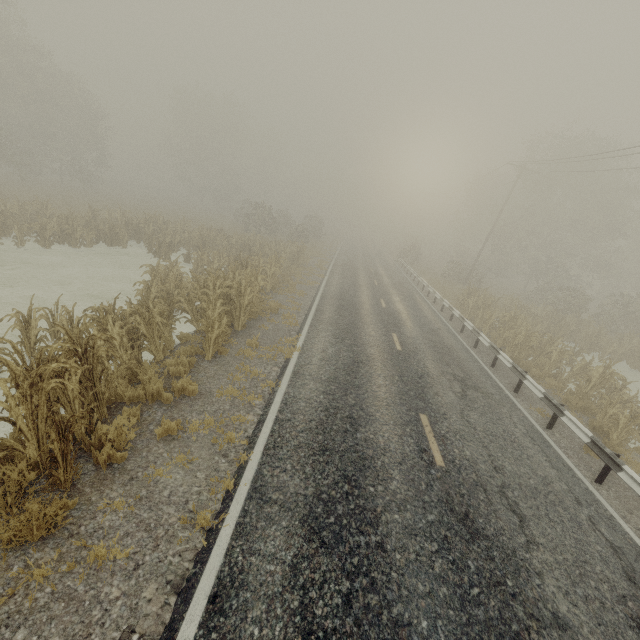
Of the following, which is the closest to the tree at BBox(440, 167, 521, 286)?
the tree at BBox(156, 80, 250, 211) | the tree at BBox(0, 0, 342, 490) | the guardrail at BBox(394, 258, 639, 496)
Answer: the guardrail at BBox(394, 258, 639, 496)

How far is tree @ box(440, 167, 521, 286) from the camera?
34.54m

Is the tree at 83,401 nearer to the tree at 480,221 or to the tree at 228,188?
the tree at 480,221

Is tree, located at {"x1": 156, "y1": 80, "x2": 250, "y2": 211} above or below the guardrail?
above

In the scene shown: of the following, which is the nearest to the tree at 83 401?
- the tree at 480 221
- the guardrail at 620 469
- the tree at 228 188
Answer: the guardrail at 620 469

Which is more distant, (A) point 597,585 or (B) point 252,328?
(B) point 252,328

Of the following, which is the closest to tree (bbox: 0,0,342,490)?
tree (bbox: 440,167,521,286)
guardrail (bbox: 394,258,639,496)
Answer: guardrail (bbox: 394,258,639,496)

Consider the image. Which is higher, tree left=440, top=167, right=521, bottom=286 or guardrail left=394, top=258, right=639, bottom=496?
tree left=440, top=167, right=521, bottom=286
